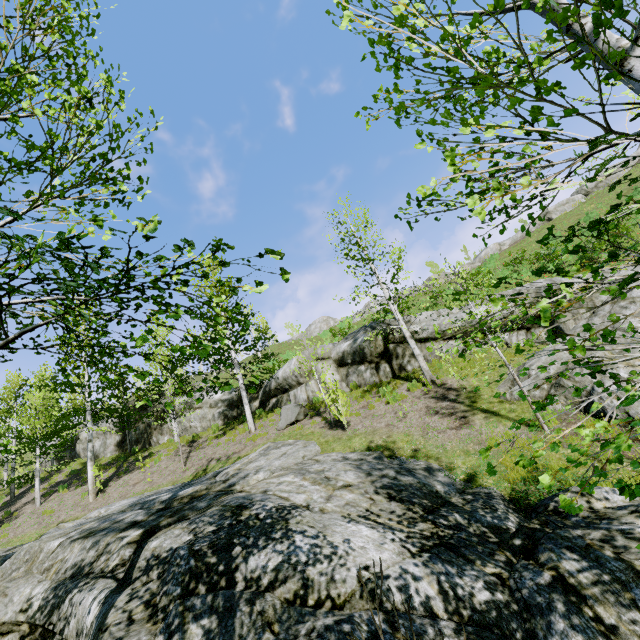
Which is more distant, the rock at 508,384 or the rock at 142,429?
the rock at 142,429

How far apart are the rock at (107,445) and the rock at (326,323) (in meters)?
26.10

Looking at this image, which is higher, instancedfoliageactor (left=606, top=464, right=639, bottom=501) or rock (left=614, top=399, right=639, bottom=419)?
rock (left=614, top=399, right=639, bottom=419)

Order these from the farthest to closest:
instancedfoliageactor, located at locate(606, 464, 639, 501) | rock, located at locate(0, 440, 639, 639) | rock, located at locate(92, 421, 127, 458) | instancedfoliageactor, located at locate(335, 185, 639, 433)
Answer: rock, located at locate(92, 421, 127, 458), rock, located at locate(0, 440, 639, 639), instancedfoliageactor, located at locate(335, 185, 639, 433), instancedfoliageactor, located at locate(606, 464, 639, 501)

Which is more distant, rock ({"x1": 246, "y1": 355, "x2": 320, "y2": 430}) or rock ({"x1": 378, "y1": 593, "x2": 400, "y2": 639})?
rock ({"x1": 246, "y1": 355, "x2": 320, "y2": 430})

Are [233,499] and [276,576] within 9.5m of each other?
yes

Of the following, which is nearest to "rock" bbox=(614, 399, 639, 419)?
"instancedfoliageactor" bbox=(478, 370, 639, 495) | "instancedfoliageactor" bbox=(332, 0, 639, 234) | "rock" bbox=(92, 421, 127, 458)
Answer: "rock" bbox=(92, 421, 127, 458)

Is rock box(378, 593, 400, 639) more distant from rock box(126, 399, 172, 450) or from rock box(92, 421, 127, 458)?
rock box(92, 421, 127, 458)
